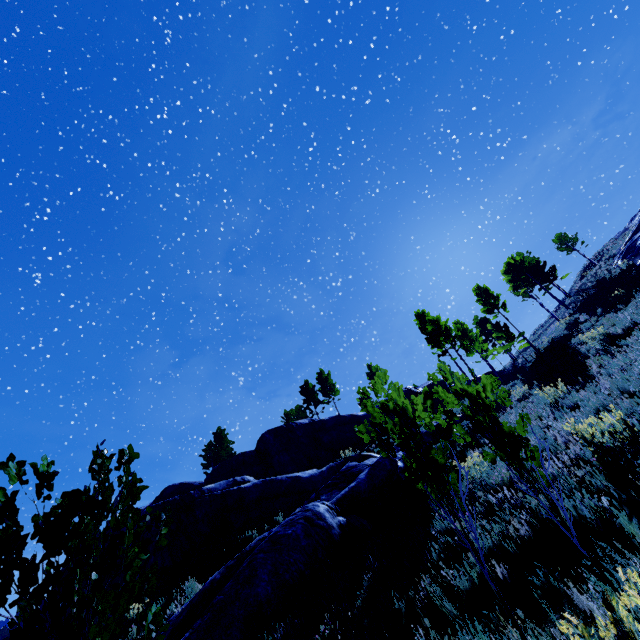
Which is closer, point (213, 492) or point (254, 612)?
point (254, 612)

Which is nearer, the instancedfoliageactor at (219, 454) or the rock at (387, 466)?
the rock at (387, 466)

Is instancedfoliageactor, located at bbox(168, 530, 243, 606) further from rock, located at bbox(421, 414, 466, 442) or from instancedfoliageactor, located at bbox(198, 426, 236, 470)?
instancedfoliageactor, located at bbox(198, 426, 236, 470)

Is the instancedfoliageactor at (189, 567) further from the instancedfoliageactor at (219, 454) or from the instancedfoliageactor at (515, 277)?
the instancedfoliageactor at (219, 454)

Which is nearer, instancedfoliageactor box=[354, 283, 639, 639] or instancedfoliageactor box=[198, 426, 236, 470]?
instancedfoliageactor box=[354, 283, 639, 639]

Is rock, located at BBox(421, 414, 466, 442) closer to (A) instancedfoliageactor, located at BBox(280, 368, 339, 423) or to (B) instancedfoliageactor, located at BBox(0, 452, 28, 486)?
(B) instancedfoliageactor, located at BBox(0, 452, 28, 486)

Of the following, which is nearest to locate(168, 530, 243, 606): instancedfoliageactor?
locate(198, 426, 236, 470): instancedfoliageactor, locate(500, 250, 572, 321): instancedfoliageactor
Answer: locate(500, 250, 572, 321): instancedfoliageactor

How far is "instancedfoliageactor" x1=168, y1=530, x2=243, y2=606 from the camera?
10.3 meters
